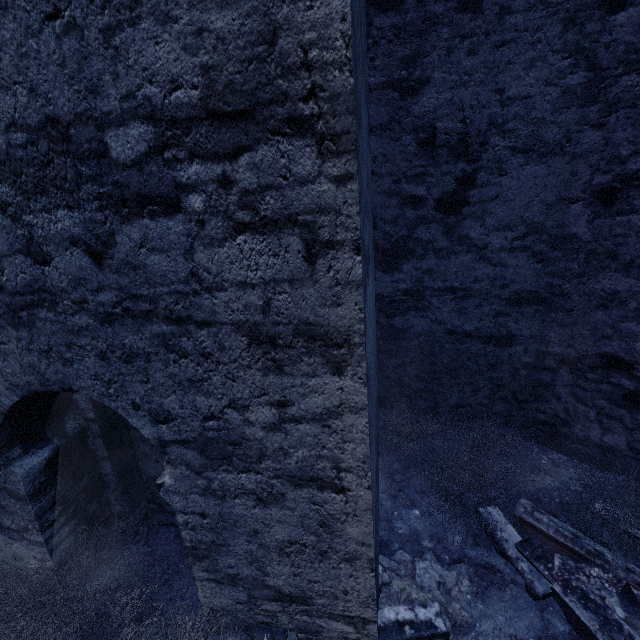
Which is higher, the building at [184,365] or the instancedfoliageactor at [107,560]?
the building at [184,365]

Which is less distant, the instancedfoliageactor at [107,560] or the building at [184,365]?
the building at [184,365]

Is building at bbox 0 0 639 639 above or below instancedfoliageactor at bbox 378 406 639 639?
above

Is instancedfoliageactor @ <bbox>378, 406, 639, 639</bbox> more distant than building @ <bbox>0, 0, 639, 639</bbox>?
Yes

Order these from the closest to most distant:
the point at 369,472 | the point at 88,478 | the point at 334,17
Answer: the point at 334,17
the point at 369,472
the point at 88,478
